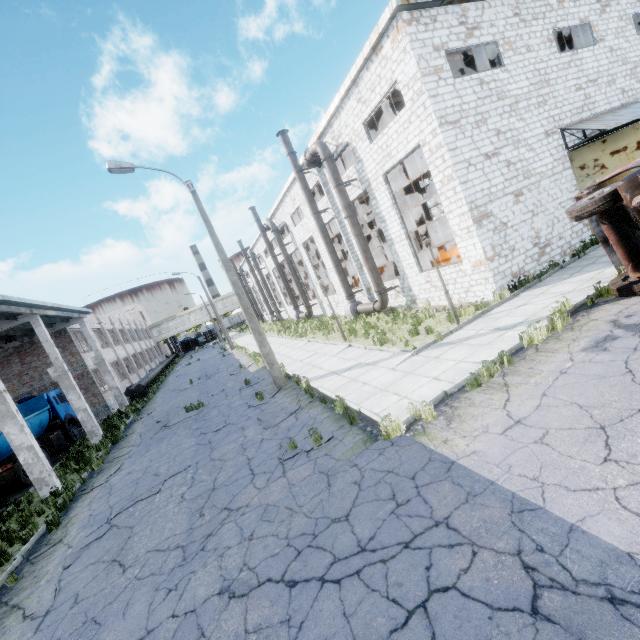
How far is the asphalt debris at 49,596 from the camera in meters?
5.9 m

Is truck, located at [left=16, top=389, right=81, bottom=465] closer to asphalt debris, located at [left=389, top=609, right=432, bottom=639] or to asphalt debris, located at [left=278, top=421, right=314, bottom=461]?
asphalt debris, located at [left=389, top=609, right=432, bottom=639]

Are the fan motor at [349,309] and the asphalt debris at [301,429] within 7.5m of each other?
no

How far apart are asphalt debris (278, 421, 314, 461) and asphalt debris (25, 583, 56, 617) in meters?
4.8 m

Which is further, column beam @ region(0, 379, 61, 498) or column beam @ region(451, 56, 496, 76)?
column beam @ region(451, 56, 496, 76)

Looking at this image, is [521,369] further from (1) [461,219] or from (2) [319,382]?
(1) [461,219]

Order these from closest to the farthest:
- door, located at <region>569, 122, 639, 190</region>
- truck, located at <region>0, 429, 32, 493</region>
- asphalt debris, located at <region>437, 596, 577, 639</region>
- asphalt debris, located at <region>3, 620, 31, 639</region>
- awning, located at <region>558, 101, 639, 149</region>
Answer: asphalt debris, located at <region>437, 596, 577, 639</region>, asphalt debris, located at <region>3, 620, 31, 639</region>, awning, located at <region>558, 101, 639, 149</region>, door, located at <region>569, 122, 639, 190</region>, truck, located at <region>0, 429, 32, 493</region>

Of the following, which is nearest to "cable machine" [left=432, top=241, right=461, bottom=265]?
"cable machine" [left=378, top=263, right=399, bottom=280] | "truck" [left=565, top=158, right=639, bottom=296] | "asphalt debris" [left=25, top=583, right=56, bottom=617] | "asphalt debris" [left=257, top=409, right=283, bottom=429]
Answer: "cable machine" [left=378, top=263, right=399, bottom=280]
